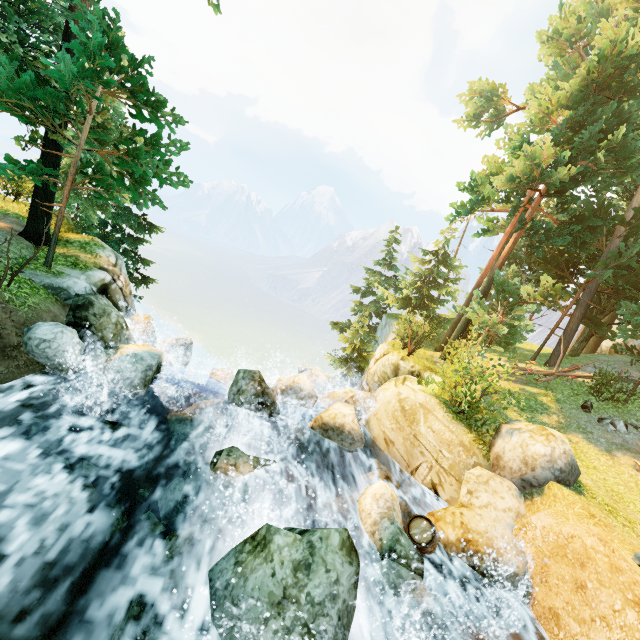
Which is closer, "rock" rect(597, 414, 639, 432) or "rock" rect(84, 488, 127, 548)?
"rock" rect(84, 488, 127, 548)

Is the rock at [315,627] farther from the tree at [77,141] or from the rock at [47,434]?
the tree at [77,141]

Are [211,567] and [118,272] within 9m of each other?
no

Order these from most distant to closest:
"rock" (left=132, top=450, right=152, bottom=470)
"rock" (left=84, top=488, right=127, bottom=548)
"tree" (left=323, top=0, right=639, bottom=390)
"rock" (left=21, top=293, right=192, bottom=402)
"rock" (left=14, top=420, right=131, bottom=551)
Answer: "tree" (left=323, top=0, right=639, bottom=390)
"rock" (left=21, top=293, right=192, bottom=402)
"rock" (left=132, top=450, right=152, bottom=470)
"rock" (left=84, top=488, right=127, bottom=548)
"rock" (left=14, top=420, right=131, bottom=551)

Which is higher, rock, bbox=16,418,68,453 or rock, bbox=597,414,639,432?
rock, bbox=597,414,639,432

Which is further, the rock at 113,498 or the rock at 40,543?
the rock at 113,498

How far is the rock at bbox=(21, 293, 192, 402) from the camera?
8.11m

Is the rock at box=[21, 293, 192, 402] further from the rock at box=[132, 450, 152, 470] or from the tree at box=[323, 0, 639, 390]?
the tree at box=[323, 0, 639, 390]
